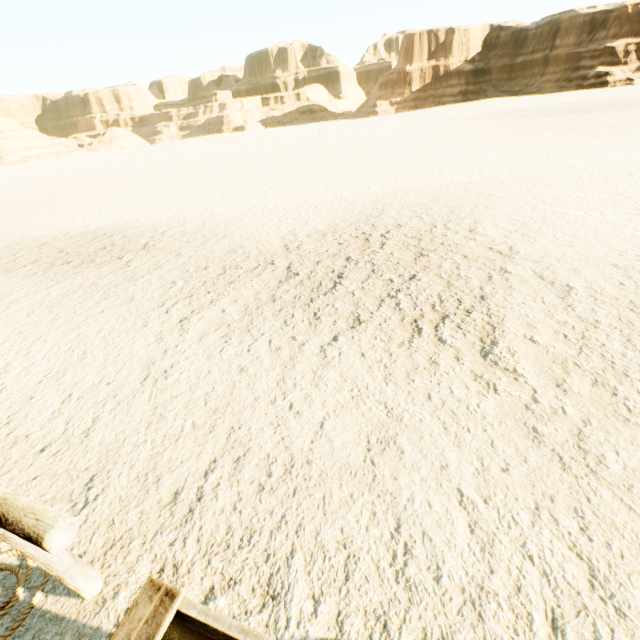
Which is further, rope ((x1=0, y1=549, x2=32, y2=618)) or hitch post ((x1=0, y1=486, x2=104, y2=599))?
rope ((x1=0, y1=549, x2=32, y2=618))

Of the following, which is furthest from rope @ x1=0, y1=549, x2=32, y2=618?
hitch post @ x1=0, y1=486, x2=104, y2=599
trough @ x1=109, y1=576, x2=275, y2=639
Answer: trough @ x1=109, y1=576, x2=275, y2=639

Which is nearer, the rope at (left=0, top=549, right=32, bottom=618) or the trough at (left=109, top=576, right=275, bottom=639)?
the trough at (left=109, top=576, right=275, bottom=639)

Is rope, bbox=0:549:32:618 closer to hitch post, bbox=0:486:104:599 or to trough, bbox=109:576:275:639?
hitch post, bbox=0:486:104:599

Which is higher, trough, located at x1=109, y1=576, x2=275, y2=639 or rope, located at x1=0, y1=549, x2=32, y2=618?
trough, located at x1=109, y1=576, x2=275, y2=639

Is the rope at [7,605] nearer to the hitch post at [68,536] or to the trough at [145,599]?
the hitch post at [68,536]

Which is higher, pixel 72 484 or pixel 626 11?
pixel 626 11

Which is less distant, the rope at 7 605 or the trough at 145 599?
the trough at 145 599
